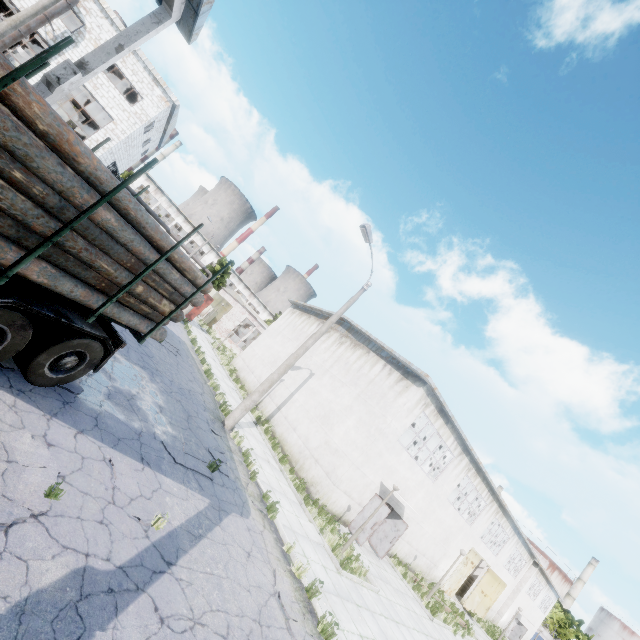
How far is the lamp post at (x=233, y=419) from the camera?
13.4m

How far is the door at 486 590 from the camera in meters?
27.1

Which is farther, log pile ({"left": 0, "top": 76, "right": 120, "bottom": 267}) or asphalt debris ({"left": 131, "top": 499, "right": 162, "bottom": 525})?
asphalt debris ({"left": 131, "top": 499, "right": 162, "bottom": 525})

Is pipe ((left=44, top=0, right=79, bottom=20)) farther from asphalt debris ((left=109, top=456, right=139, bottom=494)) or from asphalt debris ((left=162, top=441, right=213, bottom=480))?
asphalt debris ((left=109, top=456, right=139, bottom=494))

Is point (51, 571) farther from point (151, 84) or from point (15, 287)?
point (151, 84)

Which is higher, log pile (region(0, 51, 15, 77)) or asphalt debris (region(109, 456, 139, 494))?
log pile (region(0, 51, 15, 77))

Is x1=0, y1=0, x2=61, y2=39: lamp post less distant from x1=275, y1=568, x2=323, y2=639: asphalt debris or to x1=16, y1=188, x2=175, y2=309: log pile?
x1=16, y1=188, x2=175, y2=309: log pile

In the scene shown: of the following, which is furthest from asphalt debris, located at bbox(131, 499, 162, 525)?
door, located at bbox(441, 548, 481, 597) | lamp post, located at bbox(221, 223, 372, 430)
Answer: door, located at bbox(441, 548, 481, 597)
